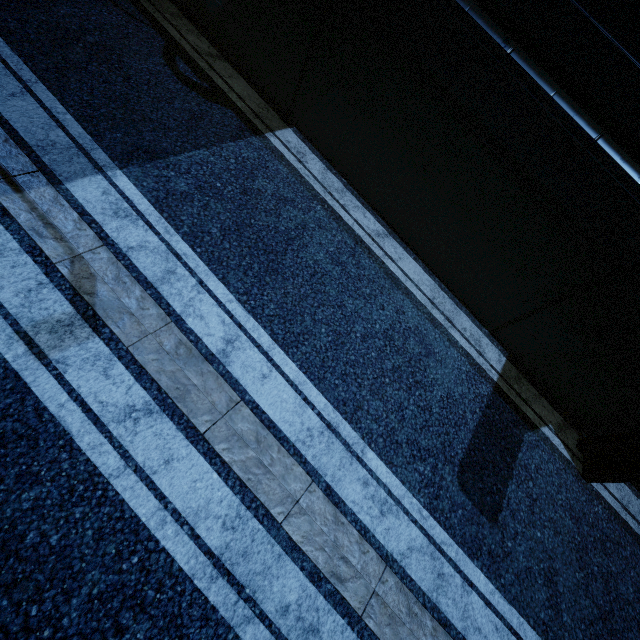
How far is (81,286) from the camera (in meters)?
3.56
